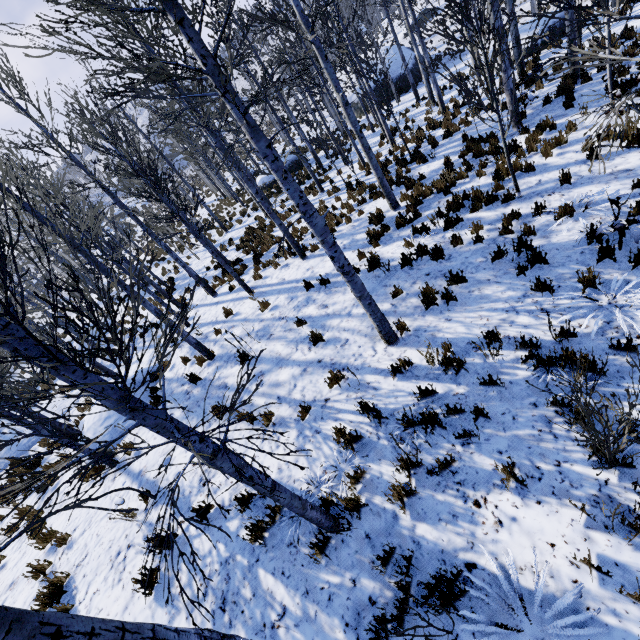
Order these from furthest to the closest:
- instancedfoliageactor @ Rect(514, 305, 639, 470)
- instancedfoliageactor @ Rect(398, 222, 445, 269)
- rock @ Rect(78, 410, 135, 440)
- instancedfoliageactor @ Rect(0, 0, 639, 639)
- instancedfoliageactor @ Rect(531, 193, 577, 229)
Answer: rock @ Rect(78, 410, 135, 440) < instancedfoliageactor @ Rect(398, 222, 445, 269) < instancedfoliageactor @ Rect(531, 193, 577, 229) < instancedfoliageactor @ Rect(514, 305, 639, 470) < instancedfoliageactor @ Rect(0, 0, 639, 639)

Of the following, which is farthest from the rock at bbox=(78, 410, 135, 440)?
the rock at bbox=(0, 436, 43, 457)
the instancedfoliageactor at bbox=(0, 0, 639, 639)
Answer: the rock at bbox=(0, 436, 43, 457)

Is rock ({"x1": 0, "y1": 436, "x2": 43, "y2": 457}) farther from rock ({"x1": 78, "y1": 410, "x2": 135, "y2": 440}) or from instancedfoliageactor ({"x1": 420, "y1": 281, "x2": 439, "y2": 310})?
rock ({"x1": 78, "y1": 410, "x2": 135, "y2": 440})

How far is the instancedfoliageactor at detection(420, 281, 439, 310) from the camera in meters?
6.0 m

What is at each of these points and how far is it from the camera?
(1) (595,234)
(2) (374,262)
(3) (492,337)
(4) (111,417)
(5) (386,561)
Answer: (1) instancedfoliageactor, 5.0m
(2) instancedfoliageactor, 8.0m
(3) instancedfoliageactor, 4.9m
(4) rock, 8.4m
(5) instancedfoliageactor, 3.5m

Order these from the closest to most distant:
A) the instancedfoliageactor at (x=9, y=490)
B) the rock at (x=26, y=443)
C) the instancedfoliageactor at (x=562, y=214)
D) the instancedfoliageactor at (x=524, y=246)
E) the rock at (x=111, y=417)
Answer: the instancedfoliageactor at (x=9, y=490)
the instancedfoliageactor at (x=524, y=246)
the instancedfoliageactor at (x=562, y=214)
the rock at (x=111, y=417)
the rock at (x=26, y=443)

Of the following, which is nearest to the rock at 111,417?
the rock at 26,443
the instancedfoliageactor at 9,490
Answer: the instancedfoliageactor at 9,490
